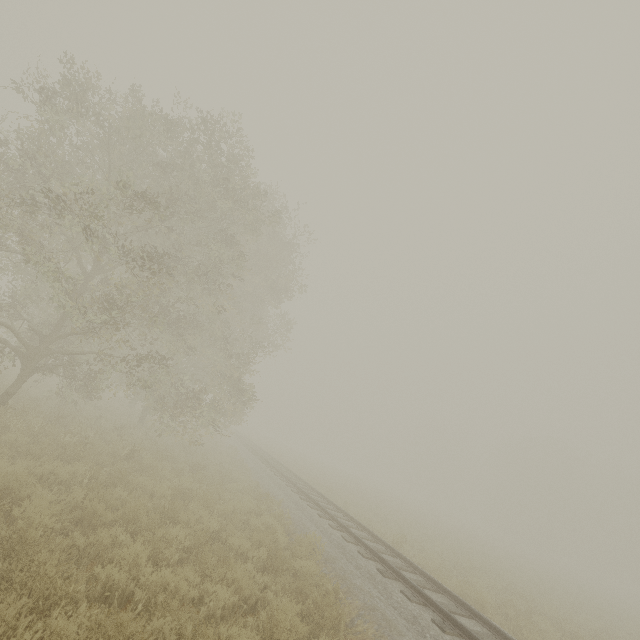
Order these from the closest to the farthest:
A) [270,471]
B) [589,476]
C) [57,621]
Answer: [57,621]
[270,471]
[589,476]
